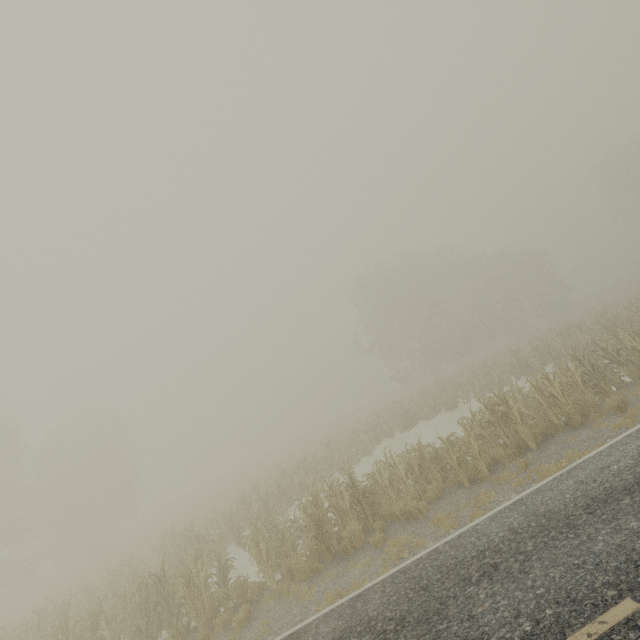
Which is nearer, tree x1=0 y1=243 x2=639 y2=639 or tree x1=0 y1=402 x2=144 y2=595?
tree x1=0 y1=243 x2=639 y2=639

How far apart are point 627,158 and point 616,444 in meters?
53.9

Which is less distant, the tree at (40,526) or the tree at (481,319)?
the tree at (481,319)
